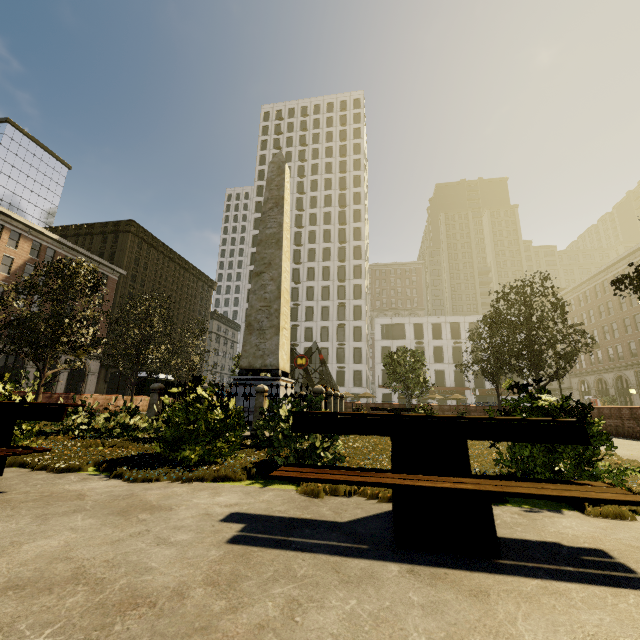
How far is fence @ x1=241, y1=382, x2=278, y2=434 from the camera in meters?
9.0

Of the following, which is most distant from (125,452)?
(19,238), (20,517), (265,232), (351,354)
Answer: (351,354)

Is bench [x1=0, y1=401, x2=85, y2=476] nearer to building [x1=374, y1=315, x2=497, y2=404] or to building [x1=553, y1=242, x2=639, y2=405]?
building [x1=553, y1=242, x2=639, y2=405]

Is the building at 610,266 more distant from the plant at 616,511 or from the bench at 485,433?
the plant at 616,511

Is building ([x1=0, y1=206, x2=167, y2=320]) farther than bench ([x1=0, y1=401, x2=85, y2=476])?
Yes

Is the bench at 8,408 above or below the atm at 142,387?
below

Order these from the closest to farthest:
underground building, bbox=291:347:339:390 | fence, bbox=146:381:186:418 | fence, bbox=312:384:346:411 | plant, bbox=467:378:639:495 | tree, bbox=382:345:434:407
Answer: plant, bbox=467:378:639:495, fence, bbox=312:384:346:411, fence, bbox=146:381:186:418, tree, bbox=382:345:434:407, underground building, bbox=291:347:339:390
